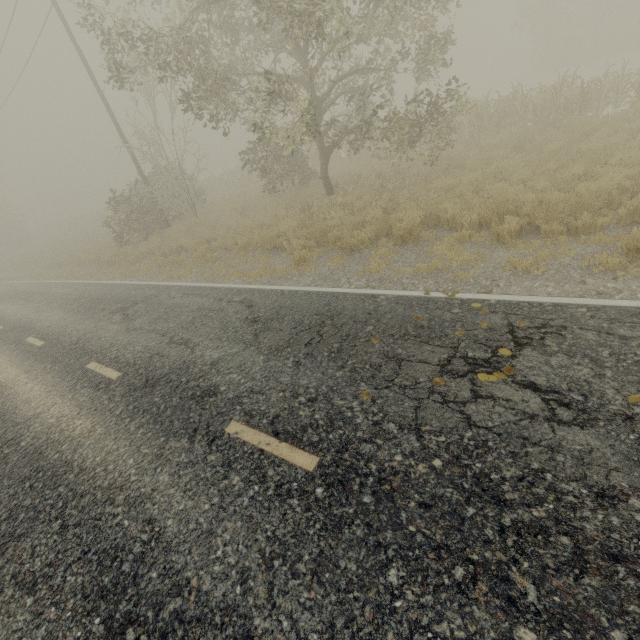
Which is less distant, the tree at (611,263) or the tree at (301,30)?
the tree at (611,263)

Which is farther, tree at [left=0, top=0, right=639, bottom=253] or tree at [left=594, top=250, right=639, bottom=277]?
tree at [left=0, top=0, right=639, bottom=253]

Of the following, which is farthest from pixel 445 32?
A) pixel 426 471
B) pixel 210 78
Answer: pixel 426 471

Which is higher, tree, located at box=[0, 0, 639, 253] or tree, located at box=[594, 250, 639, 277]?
tree, located at box=[0, 0, 639, 253]

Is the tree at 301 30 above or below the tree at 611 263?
above
